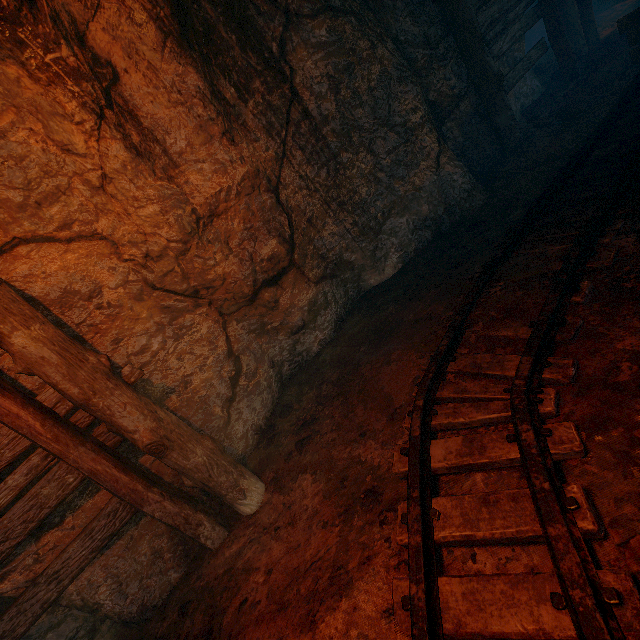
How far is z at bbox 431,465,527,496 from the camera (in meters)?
1.97

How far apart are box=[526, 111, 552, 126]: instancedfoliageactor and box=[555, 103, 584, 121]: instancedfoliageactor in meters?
0.2 m

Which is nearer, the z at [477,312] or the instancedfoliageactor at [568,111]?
the z at [477,312]

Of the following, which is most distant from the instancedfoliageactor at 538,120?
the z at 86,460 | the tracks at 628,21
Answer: the tracks at 628,21

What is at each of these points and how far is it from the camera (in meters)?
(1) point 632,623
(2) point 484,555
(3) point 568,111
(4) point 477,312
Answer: (1) tracks, 1.22
(2) z, 1.80
(3) instancedfoliageactor, 5.14
(4) z, 3.01

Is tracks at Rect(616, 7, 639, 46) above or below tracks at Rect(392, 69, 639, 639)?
above

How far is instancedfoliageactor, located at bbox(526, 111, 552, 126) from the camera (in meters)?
5.42
